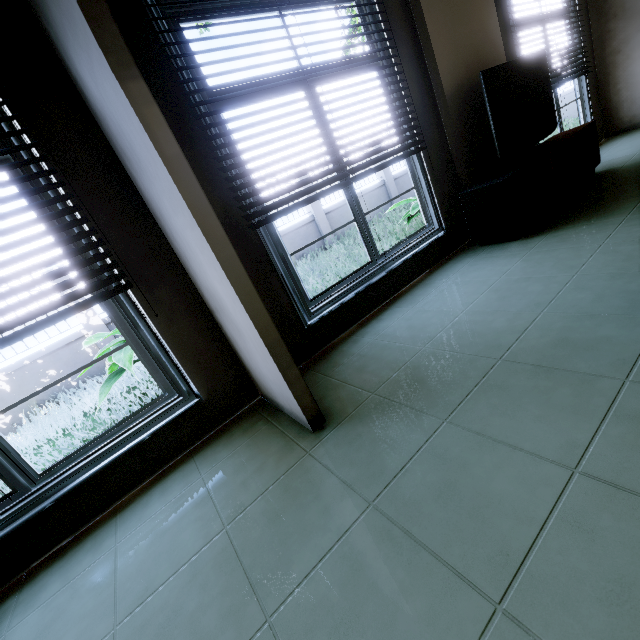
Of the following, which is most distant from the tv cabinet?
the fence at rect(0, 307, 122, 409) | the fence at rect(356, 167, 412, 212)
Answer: the fence at rect(0, 307, 122, 409)

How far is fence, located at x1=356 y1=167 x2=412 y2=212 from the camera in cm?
1087

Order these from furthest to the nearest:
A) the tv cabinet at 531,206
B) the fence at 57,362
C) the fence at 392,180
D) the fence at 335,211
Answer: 1. the fence at 392,180
2. the fence at 335,211
3. the fence at 57,362
4. the tv cabinet at 531,206

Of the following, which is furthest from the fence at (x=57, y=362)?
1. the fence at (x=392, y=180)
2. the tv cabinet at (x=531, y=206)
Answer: the tv cabinet at (x=531, y=206)

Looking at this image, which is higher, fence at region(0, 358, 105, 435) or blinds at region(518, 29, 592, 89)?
blinds at region(518, 29, 592, 89)

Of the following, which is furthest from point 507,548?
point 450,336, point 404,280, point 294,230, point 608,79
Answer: point 294,230

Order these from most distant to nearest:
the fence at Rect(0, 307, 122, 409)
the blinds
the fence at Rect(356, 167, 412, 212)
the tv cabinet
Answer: the fence at Rect(356, 167, 412, 212)
the fence at Rect(0, 307, 122, 409)
the blinds
the tv cabinet

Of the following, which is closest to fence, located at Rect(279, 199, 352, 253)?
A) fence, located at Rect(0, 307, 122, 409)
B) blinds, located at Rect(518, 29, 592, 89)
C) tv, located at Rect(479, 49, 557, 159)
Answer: fence, located at Rect(0, 307, 122, 409)
